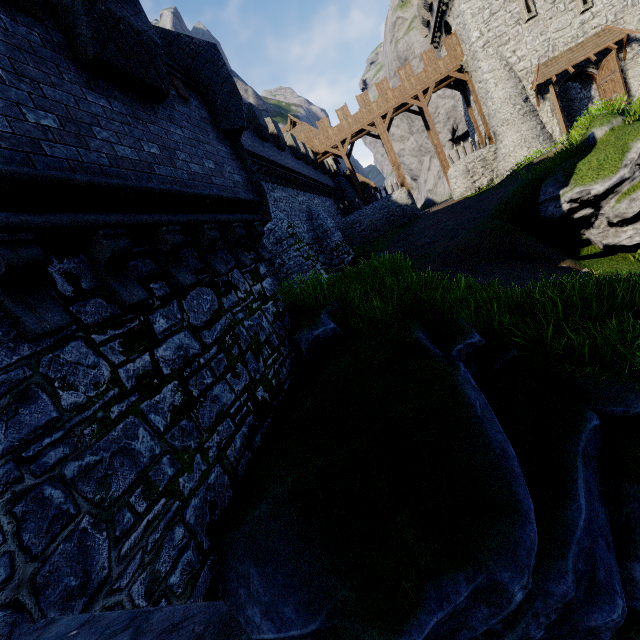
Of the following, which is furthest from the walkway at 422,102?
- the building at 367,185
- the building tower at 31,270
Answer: the building tower at 31,270

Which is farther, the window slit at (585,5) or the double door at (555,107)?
the double door at (555,107)

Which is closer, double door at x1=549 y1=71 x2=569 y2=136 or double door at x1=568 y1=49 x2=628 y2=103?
double door at x1=568 y1=49 x2=628 y2=103

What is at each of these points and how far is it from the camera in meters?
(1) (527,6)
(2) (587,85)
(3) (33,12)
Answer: (1) window slit, 22.4 m
(2) building, 24.1 m
(3) wooden platform, 3.5 m

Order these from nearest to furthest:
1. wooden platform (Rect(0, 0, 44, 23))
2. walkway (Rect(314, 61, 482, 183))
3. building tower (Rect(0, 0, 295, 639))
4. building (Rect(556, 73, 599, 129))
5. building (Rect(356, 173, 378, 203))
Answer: building tower (Rect(0, 0, 295, 639))
wooden platform (Rect(0, 0, 44, 23))
building (Rect(556, 73, 599, 129))
walkway (Rect(314, 61, 482, 183))
building (Rect(356, 173, 378, 203))

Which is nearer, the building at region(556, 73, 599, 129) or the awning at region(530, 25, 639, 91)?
the awning at region(530, 25, 639, 91)

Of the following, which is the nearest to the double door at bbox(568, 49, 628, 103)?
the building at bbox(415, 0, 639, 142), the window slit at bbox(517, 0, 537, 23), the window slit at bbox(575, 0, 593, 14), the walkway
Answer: the building at bbox(415, 0, 639, 142)

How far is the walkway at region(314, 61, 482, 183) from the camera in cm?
2731
